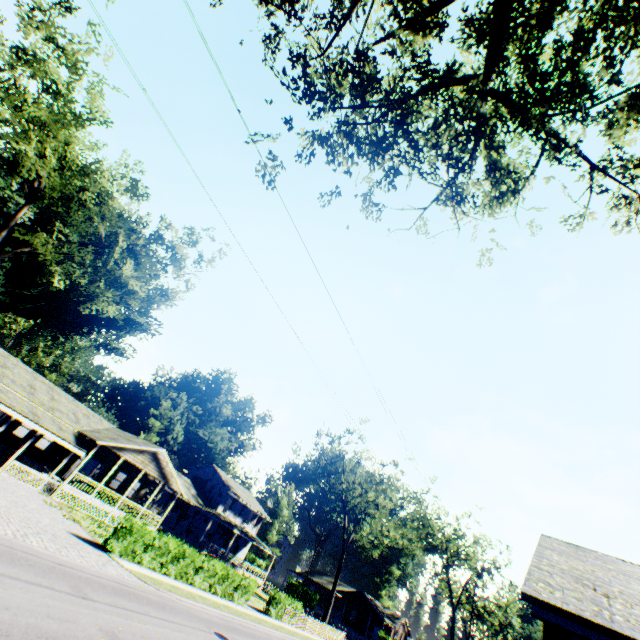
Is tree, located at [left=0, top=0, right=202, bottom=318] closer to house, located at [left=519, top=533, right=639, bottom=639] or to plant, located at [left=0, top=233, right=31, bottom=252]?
plant, located at [left=0, top=233, right=31, bottom=252]

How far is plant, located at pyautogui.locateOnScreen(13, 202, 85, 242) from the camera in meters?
41.6

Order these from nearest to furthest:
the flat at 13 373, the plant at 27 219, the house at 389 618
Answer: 1. the flat at 13 373
2. the plant at 27 219
3. the house at 389 618

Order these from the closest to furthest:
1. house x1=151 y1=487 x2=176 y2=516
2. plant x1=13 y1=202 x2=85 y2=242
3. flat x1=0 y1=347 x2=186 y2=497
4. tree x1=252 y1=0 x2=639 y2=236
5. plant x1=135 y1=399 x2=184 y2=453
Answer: tree x1=252 y1=0 x2=639 y2=236 < flat x1=0 y1=347 x2=186 y2=497 < house x1=151 y1=487 x2=176 y2=516 < plant x1=13 y1=202 x2=85 y2=242 < plant x1=135 y1=399 x2=184 y2=453

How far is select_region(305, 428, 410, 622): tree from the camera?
40.4 meters

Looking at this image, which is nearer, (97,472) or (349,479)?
(97,472)

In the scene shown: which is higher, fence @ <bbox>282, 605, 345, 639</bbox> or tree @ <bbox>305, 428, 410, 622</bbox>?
tree @ <bbox>305, 428, 410, 622</bbox>

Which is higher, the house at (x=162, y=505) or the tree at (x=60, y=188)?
the tree at (x=60, y=188)
